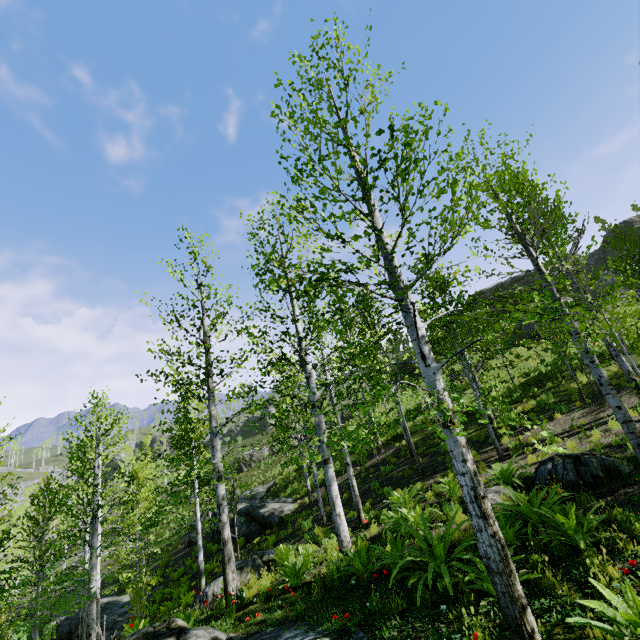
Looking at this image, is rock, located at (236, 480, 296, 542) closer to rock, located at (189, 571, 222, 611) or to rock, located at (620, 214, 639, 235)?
rock, located at (189, 571, 222, 611)

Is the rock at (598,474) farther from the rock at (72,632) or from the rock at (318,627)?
the rock at (72,632)

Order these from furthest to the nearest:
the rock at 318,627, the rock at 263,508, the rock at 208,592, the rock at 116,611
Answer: the rock at 263,508
the rock at 116,611
the rock at 208,592
the rock at 318,627

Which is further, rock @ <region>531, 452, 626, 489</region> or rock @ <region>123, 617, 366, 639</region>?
rock @ <region>531, 452, 626, 489</region>

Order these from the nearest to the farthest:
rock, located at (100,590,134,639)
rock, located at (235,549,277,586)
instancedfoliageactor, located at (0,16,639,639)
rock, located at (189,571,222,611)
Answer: instancedfoliageactor, located at (0,16,639,639)
rock, located at (189,571,222,611)
rock, located at (235,549,277,586)
rock, located at (100,590,134,639)

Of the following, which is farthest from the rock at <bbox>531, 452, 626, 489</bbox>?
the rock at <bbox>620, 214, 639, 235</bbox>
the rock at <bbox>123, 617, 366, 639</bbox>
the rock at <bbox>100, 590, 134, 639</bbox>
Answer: the rock at <bbox>620, 214, 639, 235</bbox>

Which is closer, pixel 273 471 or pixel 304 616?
pixel 304 616

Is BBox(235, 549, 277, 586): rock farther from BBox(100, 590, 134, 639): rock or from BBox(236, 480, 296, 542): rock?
BBox(100, 590, 134, 639): rock
